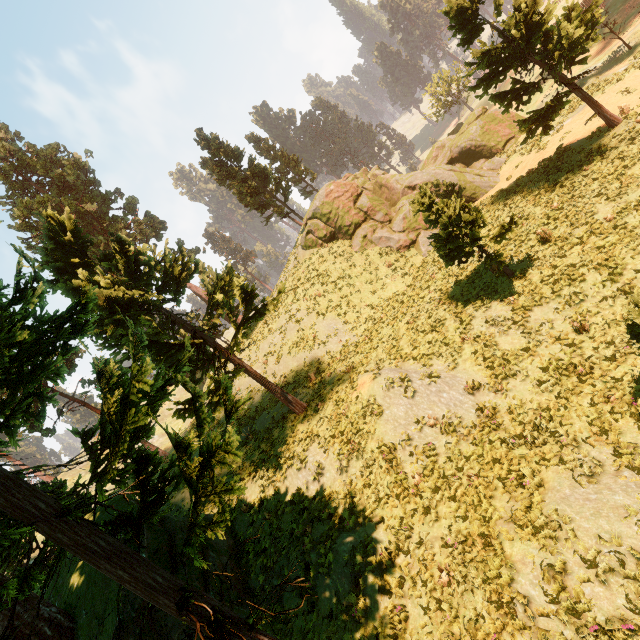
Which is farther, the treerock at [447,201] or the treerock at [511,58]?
the treerock at [511,58]

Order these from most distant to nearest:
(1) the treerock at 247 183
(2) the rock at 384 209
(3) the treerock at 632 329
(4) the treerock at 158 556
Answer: (1) the treerock at 247 183, (2) the rock at 384 209, (3) the treerock at 632 329, (4) the treerock at 158 556

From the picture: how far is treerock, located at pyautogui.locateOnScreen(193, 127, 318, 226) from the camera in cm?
3600

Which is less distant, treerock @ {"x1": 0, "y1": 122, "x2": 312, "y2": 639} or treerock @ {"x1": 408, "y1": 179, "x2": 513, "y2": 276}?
treerock @ {"x1": 0, "y1": 122, "x2": 312, "y2": 639}

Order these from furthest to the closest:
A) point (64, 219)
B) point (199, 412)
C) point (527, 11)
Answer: point (64, 219) → point (527, 11) → point (199, 412)

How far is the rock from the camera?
27.2 meters

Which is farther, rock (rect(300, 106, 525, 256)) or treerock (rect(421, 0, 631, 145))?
rock (rect(300, 106, 525, 256))
